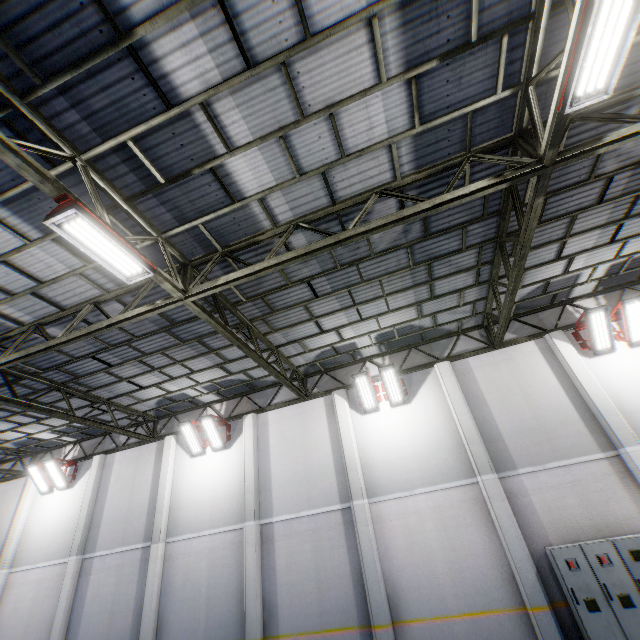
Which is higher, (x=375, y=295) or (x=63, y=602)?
(x=375, y=295)

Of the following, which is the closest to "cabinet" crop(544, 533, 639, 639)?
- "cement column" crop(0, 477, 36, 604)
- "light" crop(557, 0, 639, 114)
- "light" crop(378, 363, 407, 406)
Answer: "light" crop(378, 363, 407, 406)

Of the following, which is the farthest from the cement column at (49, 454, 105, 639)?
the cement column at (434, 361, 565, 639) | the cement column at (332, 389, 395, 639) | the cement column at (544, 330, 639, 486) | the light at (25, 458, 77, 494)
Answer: the cement column at (544, 330, 639, 486)

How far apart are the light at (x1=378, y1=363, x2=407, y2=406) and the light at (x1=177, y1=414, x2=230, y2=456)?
6.6 meters

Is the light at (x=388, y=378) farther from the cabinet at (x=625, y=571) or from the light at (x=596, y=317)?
the light at (x=596, y=317)

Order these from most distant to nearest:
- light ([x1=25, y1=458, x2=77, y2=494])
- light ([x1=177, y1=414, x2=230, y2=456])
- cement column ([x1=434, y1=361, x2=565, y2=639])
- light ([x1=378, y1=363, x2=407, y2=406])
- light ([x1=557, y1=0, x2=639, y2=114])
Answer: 1. light ([x1=25, y1=458, x2=77, y2=494])
2. light ([x1=177, y1=414, x2=230, y2=456])
3. light ([x1=378, y1=363, x2=407, y2=406])
4. cement column ([x1=434, y1=361, x2=565, y2=639])
5. light ([x1=557, y1=0, x2=639, y2=114])

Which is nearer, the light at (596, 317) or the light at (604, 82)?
the light at (604, 82)

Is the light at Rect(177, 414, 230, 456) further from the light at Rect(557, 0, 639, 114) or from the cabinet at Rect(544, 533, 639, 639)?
the light at Rect(557, 0, 639, 114)
